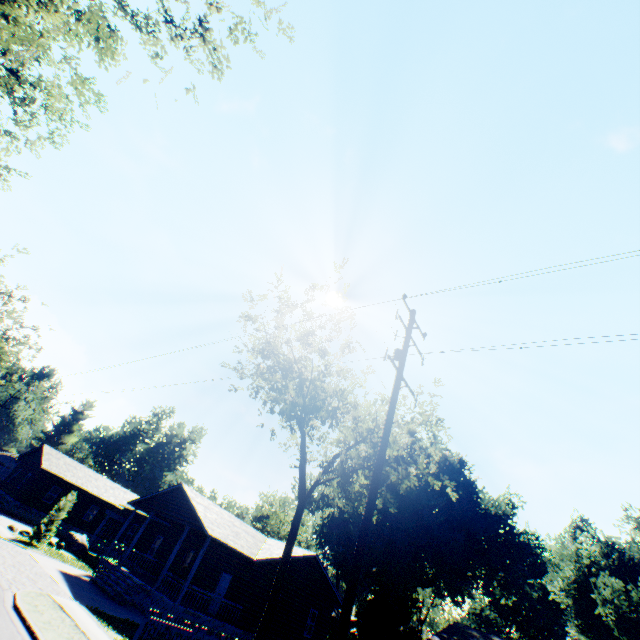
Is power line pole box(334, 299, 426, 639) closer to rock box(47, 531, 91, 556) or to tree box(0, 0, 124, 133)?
tree box(0, 0, 124, 133)

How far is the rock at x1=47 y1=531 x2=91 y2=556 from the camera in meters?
25.9

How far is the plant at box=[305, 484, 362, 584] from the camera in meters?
35.4

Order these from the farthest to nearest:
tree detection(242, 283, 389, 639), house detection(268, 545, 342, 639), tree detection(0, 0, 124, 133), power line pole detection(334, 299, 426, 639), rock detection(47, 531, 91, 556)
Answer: rock detection(47, 531, 91, 556), house detection(268, 545, 342, 639), tree detection(242, 283, 389, 639), tree detection(0, 0, 124, 133), power line pole detection(334, 299, 426, 639)

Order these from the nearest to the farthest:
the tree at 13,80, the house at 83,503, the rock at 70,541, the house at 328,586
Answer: the tree at 13,80
the house at 83,503
the house at 328,586
the rock at 70,541

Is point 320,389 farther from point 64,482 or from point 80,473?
point 80,473

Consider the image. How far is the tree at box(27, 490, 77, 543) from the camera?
22.9 meters

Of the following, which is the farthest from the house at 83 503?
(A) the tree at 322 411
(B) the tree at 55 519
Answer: (A) the tree at 322 411
